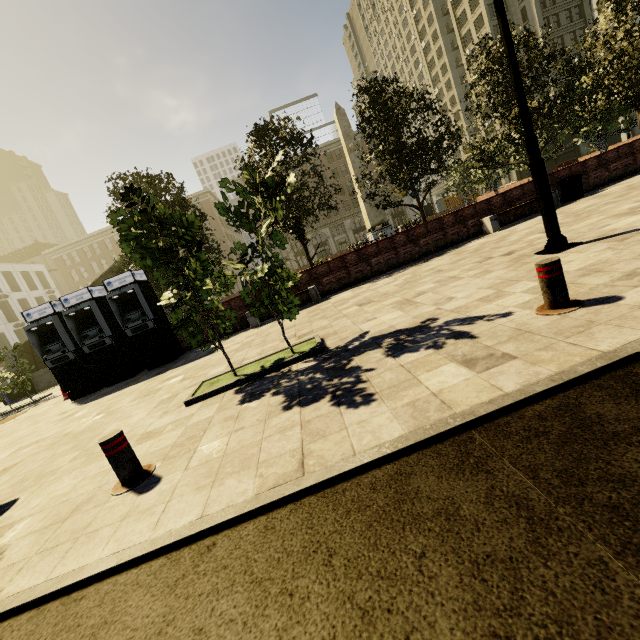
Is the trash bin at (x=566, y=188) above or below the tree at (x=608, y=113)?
below

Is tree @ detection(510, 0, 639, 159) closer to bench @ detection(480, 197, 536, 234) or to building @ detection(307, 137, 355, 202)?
building @ detection(307, 137, 355, 202)

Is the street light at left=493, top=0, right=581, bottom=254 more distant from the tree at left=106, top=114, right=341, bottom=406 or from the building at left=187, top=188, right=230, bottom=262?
the building at left=187, top=188, right=230, bottom=262

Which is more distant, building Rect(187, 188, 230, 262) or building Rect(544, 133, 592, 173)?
building Rect(187, 188, 230, 262)

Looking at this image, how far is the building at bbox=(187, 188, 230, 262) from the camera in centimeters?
5747cm

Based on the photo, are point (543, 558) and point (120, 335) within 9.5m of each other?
no

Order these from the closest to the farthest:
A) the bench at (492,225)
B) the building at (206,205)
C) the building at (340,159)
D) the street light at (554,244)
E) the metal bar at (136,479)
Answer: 1. the metal bar at (136,479)
2. the street light at (554,244)
3. the bench at (492,225)
4. the building at (206,205)
5. the building at (340,159)

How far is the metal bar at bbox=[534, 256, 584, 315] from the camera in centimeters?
337cm
